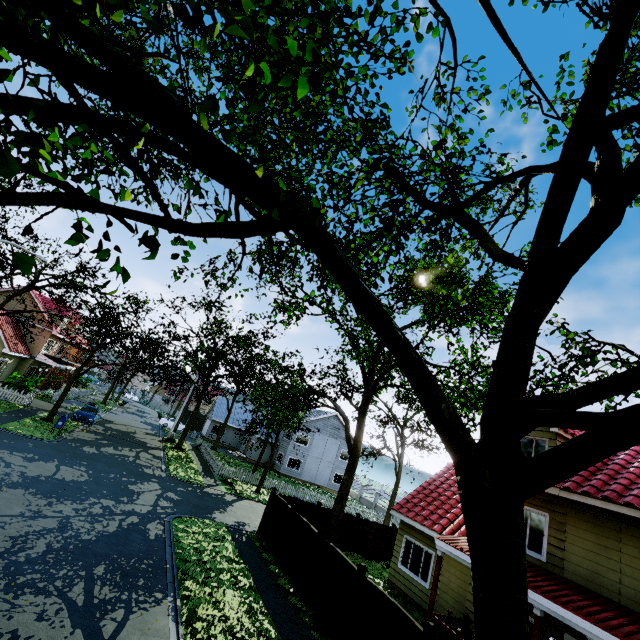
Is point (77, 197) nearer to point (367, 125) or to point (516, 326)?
point (516, 326)

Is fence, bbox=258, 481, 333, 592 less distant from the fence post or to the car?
the fence post

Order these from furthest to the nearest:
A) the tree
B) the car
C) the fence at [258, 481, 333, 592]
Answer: the car < the fence at [258, 481, 333, 592] < the tree

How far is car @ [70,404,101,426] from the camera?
27.20m

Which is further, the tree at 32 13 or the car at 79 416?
the car at 79 416

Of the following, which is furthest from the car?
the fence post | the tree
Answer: the fence post

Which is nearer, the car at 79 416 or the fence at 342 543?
the fence at 342 543
